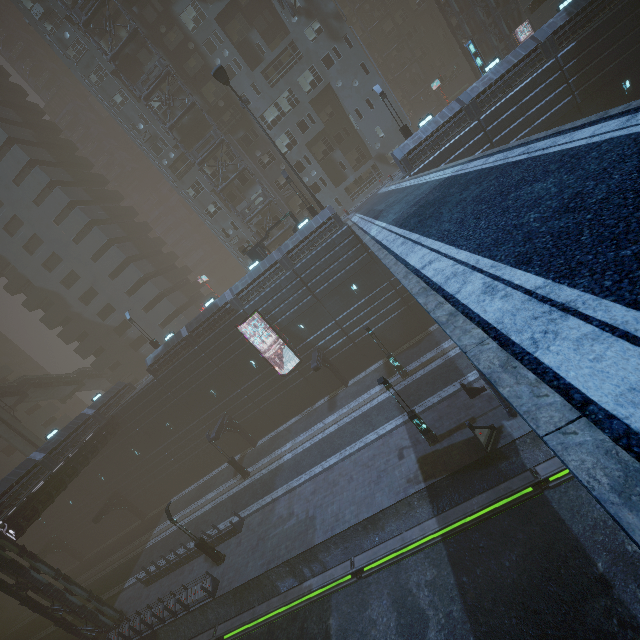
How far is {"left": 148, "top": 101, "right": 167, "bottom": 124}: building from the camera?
35.22m

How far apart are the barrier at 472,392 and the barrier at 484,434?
2.75m

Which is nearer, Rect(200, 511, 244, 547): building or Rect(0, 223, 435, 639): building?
Rect(0, 223, 435, 639): building

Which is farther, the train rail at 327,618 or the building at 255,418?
the building at 255,418

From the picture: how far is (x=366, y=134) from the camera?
36.7m

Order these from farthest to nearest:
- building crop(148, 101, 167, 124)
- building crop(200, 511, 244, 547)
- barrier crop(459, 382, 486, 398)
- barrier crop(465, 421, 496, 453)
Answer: building crop(148, 101, 167, 124) → building crop(200, 511, 244, 547) → barrier crop(459, 382, 486, 398) → barrier crop(465, 421, 496, 453)

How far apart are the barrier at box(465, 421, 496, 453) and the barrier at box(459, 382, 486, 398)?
2.75m
